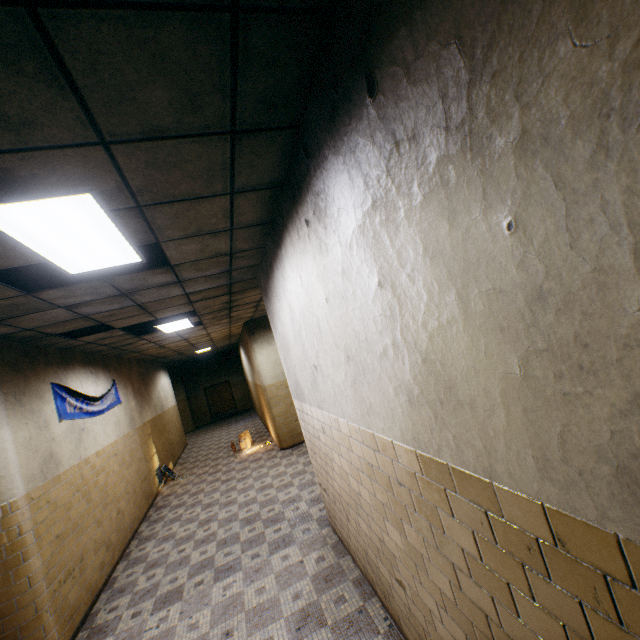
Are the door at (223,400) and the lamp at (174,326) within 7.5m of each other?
no

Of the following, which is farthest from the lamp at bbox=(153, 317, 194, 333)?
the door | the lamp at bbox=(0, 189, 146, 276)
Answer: the door

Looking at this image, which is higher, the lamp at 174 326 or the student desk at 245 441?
the lamp at 174 326

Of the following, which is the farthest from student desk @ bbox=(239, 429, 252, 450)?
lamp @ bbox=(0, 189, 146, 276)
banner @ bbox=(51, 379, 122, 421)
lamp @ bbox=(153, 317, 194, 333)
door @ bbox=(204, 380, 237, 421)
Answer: door @ bbox=(204, 380, 237, 421)

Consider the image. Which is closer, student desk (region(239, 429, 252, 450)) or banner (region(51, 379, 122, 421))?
banner (region(51, 379, 122, 421))

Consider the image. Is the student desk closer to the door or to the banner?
the banner

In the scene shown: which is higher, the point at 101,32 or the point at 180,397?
the point at 101,32

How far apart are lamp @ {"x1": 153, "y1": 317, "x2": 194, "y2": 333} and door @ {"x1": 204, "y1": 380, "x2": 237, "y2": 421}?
13.6m
